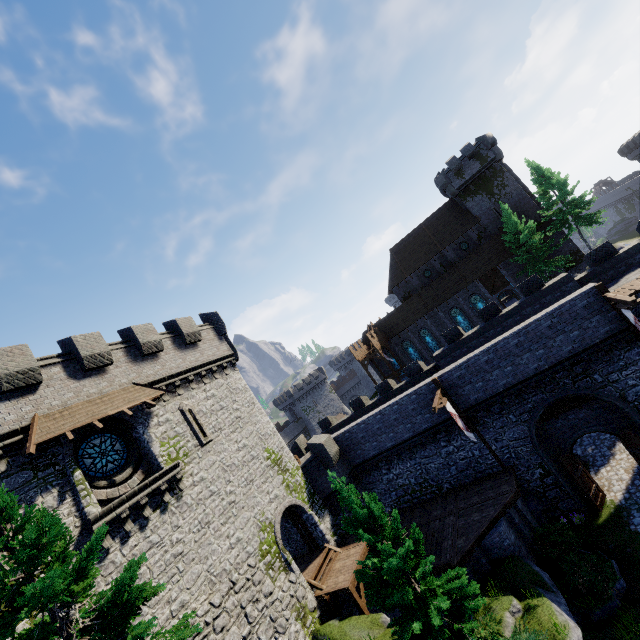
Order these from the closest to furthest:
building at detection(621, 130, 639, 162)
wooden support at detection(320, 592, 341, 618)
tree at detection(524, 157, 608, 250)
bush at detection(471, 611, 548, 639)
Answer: bush at detection(471, 611, 548, 639), wooden support at detection(320, 592, 341, 618), tree at detection(524, 157, 608, 250), building at detection(621, 130, 639, 162)

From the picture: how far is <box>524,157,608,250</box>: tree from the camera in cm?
3325

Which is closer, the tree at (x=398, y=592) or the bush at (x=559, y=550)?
the tree at (x=398, y=592)

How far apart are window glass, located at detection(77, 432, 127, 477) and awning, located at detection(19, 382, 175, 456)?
1.4 meters

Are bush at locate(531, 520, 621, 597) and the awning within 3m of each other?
no

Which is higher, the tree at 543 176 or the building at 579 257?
the tree at 543 176

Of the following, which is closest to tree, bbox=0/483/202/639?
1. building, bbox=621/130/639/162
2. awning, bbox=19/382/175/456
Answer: awning, bbox=19/382/175/456

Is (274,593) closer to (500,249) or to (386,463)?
(386,463)
